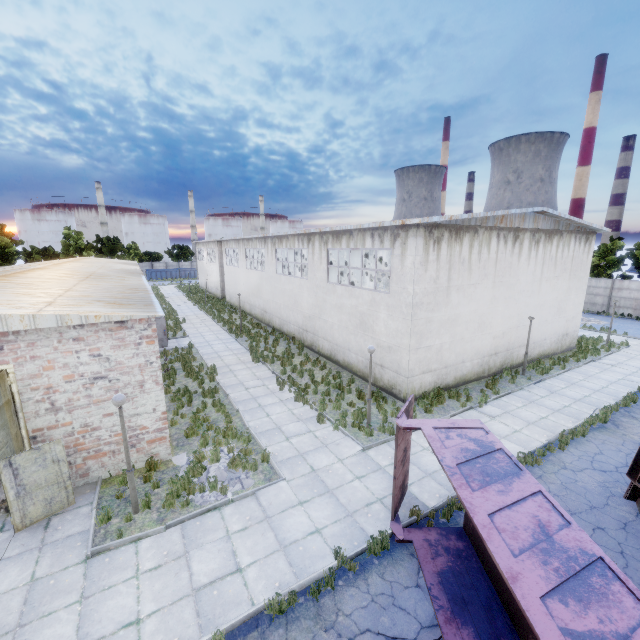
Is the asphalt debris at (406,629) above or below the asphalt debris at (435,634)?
below

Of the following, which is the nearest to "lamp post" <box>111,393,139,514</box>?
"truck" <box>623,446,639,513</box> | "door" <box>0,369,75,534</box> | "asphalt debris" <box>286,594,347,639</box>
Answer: "door" <box>0,369,75,534</box>

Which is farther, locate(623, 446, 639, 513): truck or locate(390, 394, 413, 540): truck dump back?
locate(623, 446, 639, 513): truck

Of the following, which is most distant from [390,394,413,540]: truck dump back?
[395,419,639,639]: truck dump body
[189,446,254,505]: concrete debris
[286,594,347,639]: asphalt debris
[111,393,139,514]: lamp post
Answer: [111,393,139,514]: lamp post

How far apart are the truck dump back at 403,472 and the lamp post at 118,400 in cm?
665

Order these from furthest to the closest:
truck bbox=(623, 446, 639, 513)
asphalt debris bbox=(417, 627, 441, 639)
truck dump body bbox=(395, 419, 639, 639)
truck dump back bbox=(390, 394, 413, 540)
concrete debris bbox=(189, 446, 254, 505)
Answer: concrete debris bbox=(189, 446, 254, 505) < truck bbox=(623, 446, 639, 513) < truck dump back bbox=(390, 394, 413, 540) < asphalt debris bbox=(417, 627, 441, 639) < truck dump body bbox=(395, 419, 639, 639)

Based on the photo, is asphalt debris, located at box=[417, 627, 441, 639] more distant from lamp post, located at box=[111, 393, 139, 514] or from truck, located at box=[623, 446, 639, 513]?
lamp post, located at box=[111, 393, 139, 514]

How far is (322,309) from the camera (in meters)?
20.31
